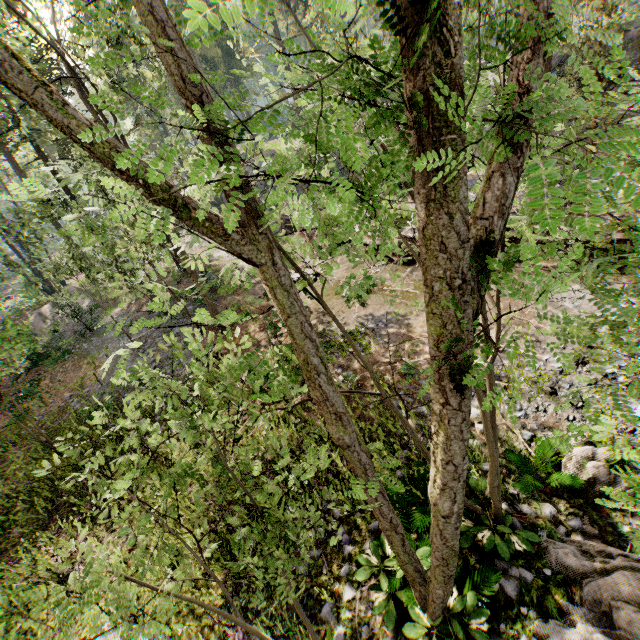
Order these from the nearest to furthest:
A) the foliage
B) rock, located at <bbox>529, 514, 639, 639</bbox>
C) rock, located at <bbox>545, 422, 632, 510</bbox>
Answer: the foliage → rock, located at <bbox>529, 514, 639, 639</bbox> → rock, located at <bbox>545, 422, 632, 510</bbox>

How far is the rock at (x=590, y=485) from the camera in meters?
6.7

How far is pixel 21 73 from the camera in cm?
204

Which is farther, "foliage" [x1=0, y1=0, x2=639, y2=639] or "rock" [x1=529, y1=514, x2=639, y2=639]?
"rock" [x1=529, y1=514, x2=639, y2=639]

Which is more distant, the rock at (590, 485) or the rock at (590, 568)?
the rock at (590, 485)

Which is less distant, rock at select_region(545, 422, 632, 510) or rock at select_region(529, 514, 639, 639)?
rock at select_region(529, 514, 639, 639)

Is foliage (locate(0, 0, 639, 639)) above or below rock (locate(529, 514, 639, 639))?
above
